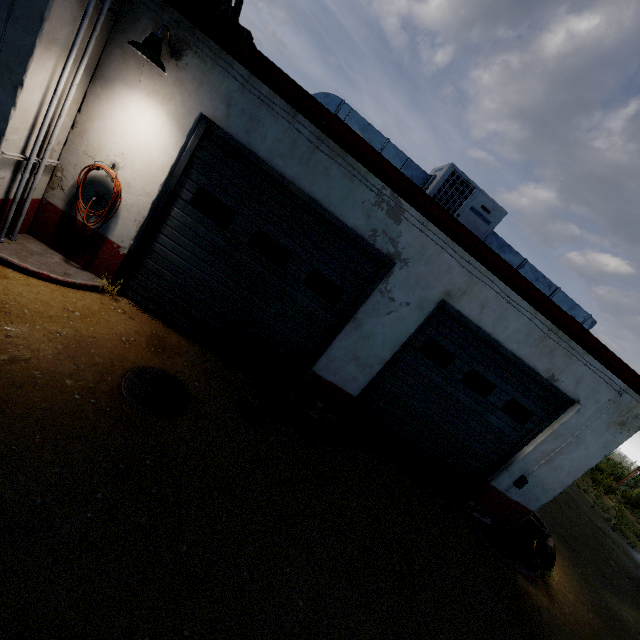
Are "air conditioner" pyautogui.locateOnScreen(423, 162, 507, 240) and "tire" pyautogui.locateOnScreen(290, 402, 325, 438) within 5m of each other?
yes

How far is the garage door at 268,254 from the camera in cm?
497

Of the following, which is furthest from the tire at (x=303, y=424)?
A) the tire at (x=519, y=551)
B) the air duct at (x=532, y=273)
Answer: the tire at (x=519, y=551)

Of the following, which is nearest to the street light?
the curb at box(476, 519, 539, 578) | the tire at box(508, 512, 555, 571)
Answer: the curb at box(476, 519, 539, 578)

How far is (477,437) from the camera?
6.55m

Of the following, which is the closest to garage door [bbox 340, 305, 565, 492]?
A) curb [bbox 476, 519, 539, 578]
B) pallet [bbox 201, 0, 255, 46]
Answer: curb [bbox 476, 519, 539, 578]

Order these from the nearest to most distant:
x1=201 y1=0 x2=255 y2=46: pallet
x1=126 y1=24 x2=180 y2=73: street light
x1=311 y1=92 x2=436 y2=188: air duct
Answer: x1=126 y1=24 x2=180 y2=73: street light
x1=201 y1=0 x2=255 y2=46: pallet
x1=311 y1=92 x2=436 y2=188: air duct

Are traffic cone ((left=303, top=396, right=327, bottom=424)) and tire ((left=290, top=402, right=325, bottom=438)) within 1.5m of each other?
yes
